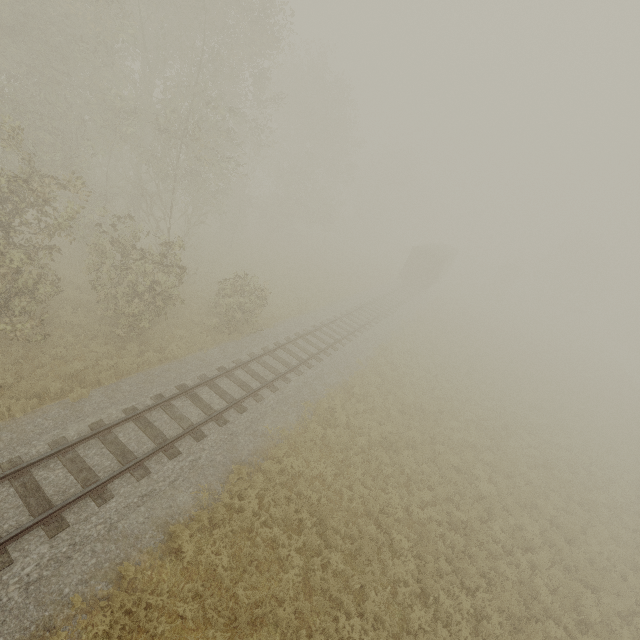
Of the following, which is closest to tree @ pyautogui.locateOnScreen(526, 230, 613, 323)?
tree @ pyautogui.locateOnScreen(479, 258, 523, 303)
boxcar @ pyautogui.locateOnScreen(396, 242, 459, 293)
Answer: tree @ pyautogui.locateOnScreen(479, 258, 523, 303)

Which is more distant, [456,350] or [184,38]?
[456,350]

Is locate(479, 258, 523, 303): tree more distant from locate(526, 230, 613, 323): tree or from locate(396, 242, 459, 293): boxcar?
locate(526, 230, 613, 323): tree

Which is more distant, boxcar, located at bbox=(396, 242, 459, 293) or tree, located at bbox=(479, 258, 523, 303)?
tree, located at bbox=(479, 258, 523, 303)

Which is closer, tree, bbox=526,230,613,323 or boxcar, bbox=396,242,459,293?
boxcar, bbox=396,242,459,293

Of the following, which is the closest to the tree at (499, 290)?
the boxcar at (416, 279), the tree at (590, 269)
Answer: the boxcar at (416, 279)

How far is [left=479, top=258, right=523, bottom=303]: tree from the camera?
48.8m
